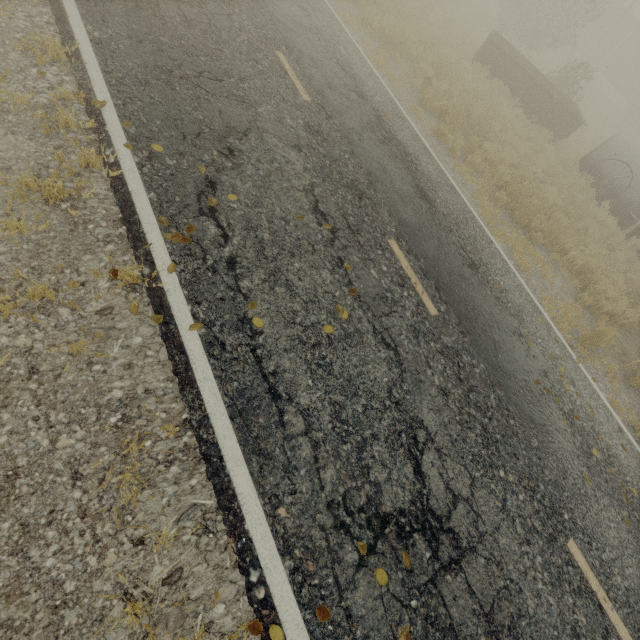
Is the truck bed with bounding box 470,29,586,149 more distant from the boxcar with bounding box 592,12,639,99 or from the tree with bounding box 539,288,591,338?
the boxcar with bounding box 592,12,639,99

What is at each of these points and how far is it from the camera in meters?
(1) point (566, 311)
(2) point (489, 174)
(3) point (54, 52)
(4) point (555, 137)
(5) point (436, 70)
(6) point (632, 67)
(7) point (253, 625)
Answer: (1) tree, 7.9 m
(2) tree, 9.6 m
(3) tree, 4.3 m
(4) truck bed, 15.6 m
(5) tree, 11.1 m
(6) boxcar, 30.9 m
(7) tree, 2.6 m

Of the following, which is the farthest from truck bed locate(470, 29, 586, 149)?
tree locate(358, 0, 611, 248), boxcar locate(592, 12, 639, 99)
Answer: boxcar locate(592, 12, 639, 99)

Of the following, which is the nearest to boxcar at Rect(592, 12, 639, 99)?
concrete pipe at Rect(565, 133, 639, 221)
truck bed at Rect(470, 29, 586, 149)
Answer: truck bed at Rect(470, 29, 586, 149)

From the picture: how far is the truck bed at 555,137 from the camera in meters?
Result: 14.4

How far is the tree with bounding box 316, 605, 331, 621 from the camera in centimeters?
276cm

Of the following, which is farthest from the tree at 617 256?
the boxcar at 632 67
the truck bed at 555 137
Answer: the boxcar at 632 67
